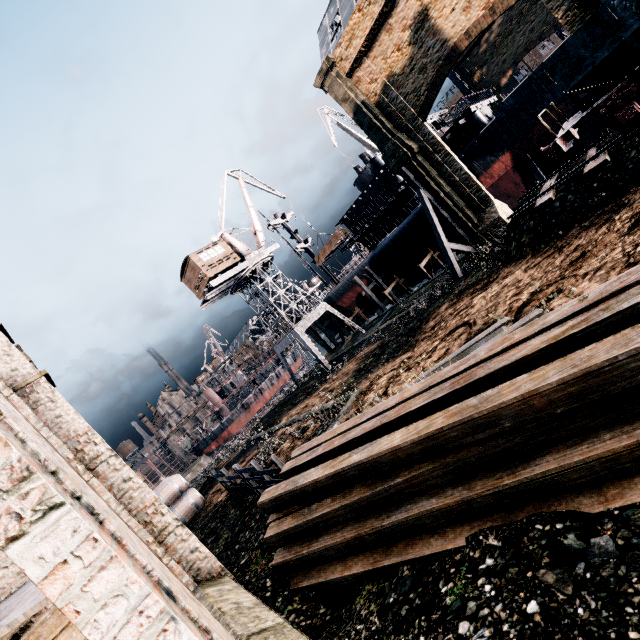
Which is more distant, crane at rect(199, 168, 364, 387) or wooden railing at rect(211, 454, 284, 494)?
crane at rect(199, 168, 364, 387)

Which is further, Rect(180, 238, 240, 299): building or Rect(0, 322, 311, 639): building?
Rect(180, 238, 240, 299): building

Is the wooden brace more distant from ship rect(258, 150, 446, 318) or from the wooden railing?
the wooden railing

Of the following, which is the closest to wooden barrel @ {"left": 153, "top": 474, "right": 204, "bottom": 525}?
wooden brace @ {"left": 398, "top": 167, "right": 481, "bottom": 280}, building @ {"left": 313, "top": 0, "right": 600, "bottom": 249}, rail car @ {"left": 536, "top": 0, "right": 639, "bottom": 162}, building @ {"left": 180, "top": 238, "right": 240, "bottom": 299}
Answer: building @ {"left": 313, "top": 0, "right": 600, "bottom": 249}

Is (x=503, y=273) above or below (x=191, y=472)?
above

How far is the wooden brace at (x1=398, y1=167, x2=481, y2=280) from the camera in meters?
22.1

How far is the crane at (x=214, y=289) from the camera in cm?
3438

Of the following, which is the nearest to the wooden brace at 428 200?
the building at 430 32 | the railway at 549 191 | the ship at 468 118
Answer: the building at 430 32
